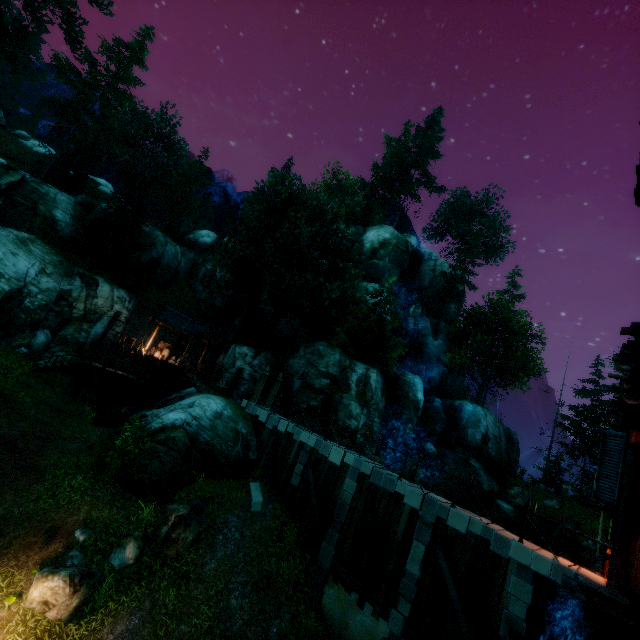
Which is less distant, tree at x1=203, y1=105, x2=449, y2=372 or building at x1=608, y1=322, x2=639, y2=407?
building at x1=608, y1=322, x2=639, y2=407

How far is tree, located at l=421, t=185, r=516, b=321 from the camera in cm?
4306

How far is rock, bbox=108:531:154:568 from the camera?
11.41m

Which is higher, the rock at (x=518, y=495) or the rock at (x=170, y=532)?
the rock at (x=518, y=495)

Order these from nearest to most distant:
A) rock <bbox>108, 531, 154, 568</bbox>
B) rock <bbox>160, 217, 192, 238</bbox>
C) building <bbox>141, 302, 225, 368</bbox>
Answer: rock <bbox>108, 531, 154, 568</bbox>, building <bbox>141, 302, 225, 368</bbox>, rock <bbox>160, 217, 192, 238</bbox>

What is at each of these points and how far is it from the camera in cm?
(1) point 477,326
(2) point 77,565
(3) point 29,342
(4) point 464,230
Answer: (1) tree, 4209
(2) rock, 1060
(3) rock, 2303
(4) tree, 4862

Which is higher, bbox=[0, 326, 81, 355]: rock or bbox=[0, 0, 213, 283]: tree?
bbox=[0, 0, 213, 283]: tree

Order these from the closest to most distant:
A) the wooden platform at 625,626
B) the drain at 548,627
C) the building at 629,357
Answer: the wooden platform at 625,626
the building at 629,357
the drain at 548,627
